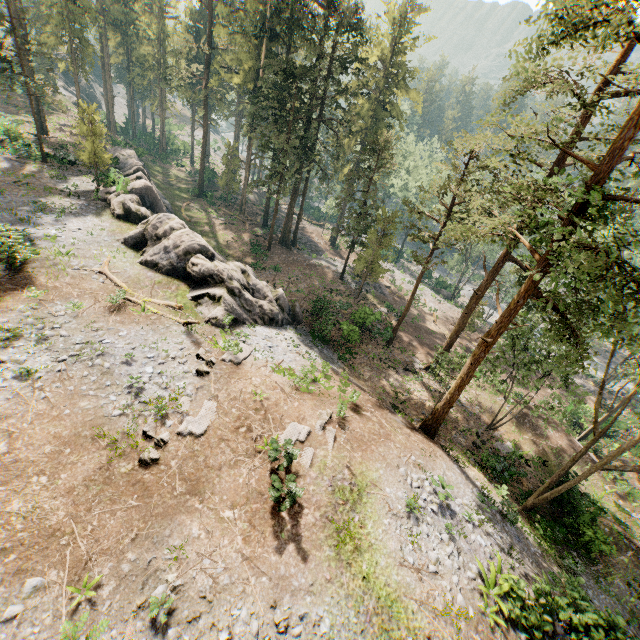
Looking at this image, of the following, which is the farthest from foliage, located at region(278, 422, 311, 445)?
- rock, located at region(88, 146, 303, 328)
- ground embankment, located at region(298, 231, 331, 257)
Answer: rock, located at region(88, 146, 303, 328)

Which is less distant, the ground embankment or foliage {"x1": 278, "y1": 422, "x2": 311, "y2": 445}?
foliage {"x1": 278, "y1": 422, "x2": 311, "y2": 445}

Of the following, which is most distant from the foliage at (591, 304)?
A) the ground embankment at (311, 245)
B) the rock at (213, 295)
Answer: the rock at (213, 295)

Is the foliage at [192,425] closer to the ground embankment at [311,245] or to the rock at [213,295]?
the ground embankment at [311,245]

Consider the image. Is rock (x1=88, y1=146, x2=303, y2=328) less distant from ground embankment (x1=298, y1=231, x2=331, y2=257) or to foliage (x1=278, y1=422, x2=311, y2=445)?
foliage (x1=278, y1=422, x2=311, y2=445)

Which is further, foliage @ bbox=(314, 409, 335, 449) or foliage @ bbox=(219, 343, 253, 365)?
foliage @ bbox=(219, 343, 253, 365)

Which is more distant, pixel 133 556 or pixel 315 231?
pixel 315 231
